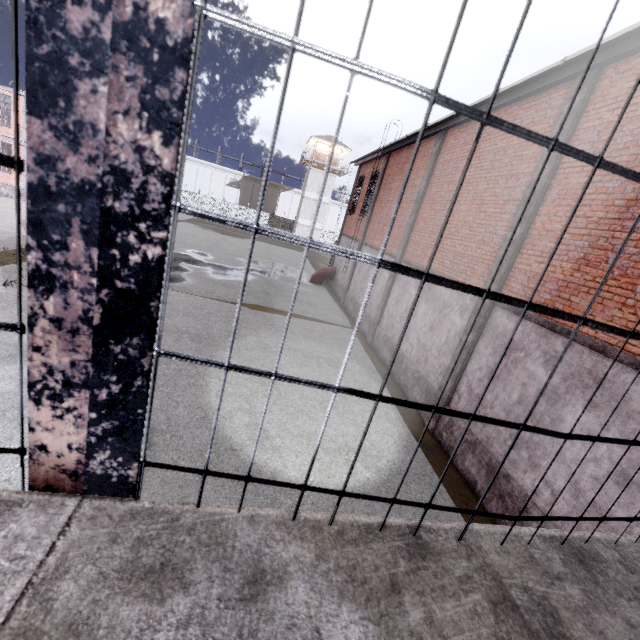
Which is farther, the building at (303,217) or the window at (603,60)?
the building at (303,217)

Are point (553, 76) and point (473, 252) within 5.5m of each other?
yes

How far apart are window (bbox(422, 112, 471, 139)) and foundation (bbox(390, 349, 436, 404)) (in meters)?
7.68

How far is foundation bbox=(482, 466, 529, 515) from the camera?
6.1 meters

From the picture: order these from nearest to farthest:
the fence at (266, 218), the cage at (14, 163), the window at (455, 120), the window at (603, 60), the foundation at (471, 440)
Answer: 1. the cage at (14, 163)
2. the window at (603, 60)
3. the foundation at (471, 440)
4. the window at (455, 120)
5. the fence at (266, 218)

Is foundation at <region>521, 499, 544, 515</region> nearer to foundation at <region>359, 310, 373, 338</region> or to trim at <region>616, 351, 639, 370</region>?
trim at <region>616, 351, 639, 370</region>
